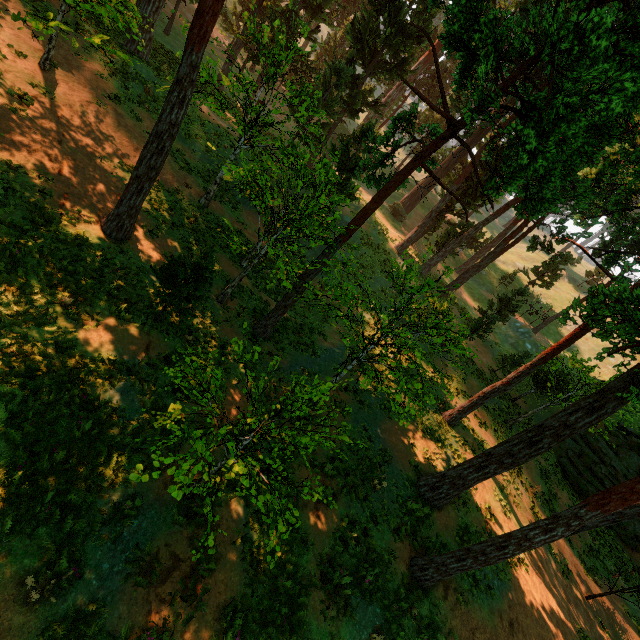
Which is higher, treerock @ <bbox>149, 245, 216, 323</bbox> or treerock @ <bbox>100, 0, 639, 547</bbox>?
treerock @ <bbox>100, 0, 639, 547</bbox>

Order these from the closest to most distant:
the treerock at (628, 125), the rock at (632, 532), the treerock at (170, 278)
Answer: the treerock at (628, 125) → the treerock at (170, 278) → the rock at (632, 532)

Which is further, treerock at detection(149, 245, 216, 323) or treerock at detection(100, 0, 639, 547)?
treerock at detection(149, 245, 216, 323)

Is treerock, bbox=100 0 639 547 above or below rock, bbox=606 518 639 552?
above

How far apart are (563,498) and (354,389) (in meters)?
17.61

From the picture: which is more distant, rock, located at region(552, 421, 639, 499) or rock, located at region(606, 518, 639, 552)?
rock, located at region(552, 421, 639, 499)

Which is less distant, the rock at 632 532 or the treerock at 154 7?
the treerock at 154 7

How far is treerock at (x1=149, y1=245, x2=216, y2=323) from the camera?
10.0 meters
